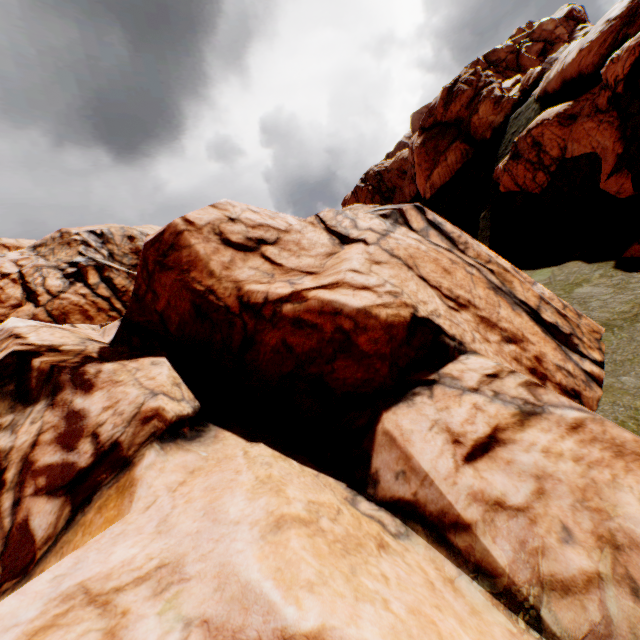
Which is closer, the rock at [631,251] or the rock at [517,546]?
the rock at [517,546]

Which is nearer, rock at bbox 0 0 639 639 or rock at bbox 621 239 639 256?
rock at bbox 0 0 639 639

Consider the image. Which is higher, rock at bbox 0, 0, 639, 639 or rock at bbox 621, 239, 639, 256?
rock at bbox 0, 0, 639, 639

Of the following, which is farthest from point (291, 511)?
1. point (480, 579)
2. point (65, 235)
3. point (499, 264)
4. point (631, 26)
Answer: point (65, 235)

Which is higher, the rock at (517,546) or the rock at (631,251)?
the rock at (517,546)
